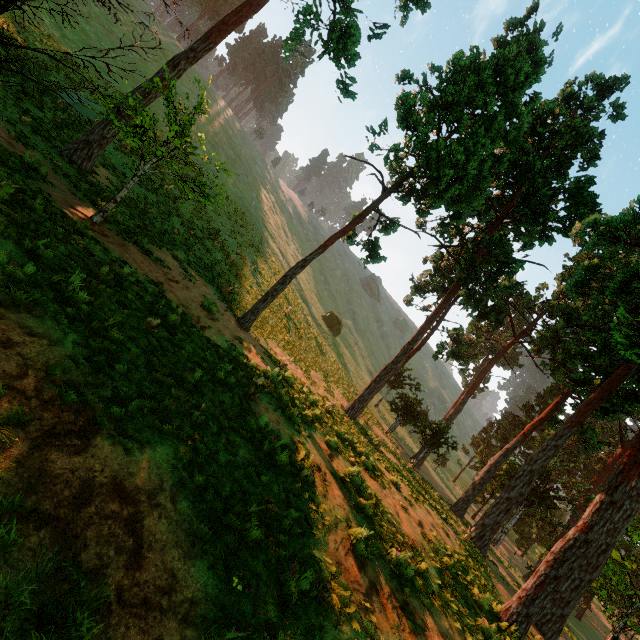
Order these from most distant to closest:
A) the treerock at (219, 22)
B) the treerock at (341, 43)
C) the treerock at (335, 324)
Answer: the treerock at (335, 324)
the treerock at (341, 43)
the treerock at (219, 22)

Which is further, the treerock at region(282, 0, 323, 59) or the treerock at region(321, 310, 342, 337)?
the treerock at region(321, 310, 342, 337)

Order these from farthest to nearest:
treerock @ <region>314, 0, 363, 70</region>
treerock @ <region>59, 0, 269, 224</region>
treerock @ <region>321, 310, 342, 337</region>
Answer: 1. treerock @ <region>321, 310, 342, 337</region>
2. treerock @ <region>314, 0, 363, 70</region>
3. treerock @ <region>59, 0, 269, 224</region>

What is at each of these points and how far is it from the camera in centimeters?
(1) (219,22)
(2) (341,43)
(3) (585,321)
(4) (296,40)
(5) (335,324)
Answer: (1) treerock, 1378cm
(2) treerock, 1470cm
(3) treerock, 2527cm
(4) treerock, 1469cm
(5) treerock, 4816cm

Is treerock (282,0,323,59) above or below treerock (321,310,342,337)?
above

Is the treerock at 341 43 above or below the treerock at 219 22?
above

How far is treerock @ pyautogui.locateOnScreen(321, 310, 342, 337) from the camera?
47.84m
